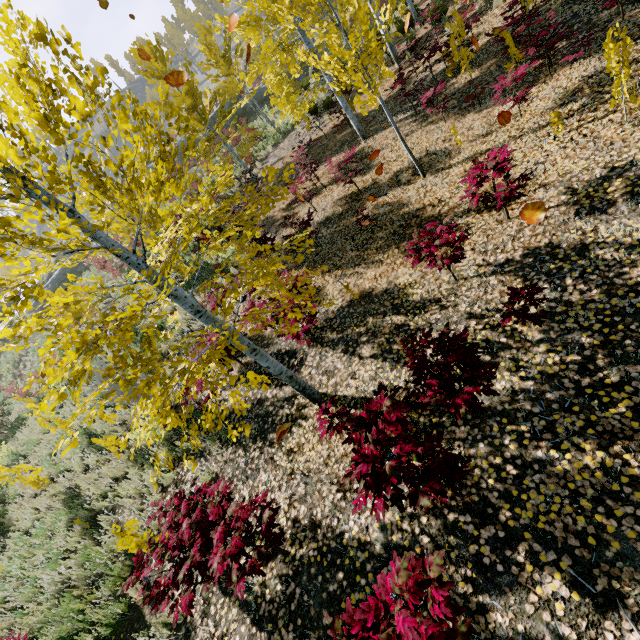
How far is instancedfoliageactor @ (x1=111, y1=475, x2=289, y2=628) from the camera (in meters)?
3.39

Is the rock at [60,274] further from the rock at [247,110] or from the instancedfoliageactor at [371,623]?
the instancedfoliageactor at [371,623]

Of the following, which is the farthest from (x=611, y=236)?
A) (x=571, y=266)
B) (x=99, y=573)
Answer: (x=99, y=573)

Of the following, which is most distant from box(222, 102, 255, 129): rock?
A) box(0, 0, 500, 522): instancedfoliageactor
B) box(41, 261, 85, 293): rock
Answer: box(0, 0, 500, 522): instancedfoliageactor

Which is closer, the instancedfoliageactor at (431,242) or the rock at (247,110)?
the instancedfoliageactor at (431,242)
